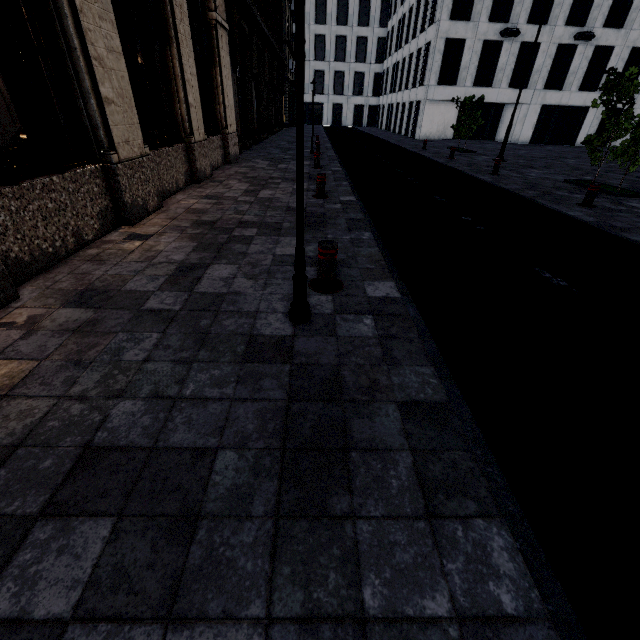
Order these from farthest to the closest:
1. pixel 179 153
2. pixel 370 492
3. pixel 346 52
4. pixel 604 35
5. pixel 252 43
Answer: pixel 346 52 < pixel 604 35 < pixel 252 43 < pixel 179 153 < pixel 370 492

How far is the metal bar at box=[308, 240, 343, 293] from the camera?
3.7 meters

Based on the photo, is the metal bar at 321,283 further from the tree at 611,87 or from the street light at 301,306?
the tree at 611,87

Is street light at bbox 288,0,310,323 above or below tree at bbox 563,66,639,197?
below

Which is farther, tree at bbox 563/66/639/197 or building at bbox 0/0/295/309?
tree at bbox 563/66/639/197

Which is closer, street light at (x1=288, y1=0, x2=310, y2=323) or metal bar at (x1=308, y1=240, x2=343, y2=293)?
street light at (x1=288, y1=0, x2=310, y2=323)

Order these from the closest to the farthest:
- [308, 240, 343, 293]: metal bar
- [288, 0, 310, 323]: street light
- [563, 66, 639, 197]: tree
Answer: [288, 0, 310, 323]: street light
[308, 240, 343, 293]: metal bar
[563, 66, 639, 197]: tree

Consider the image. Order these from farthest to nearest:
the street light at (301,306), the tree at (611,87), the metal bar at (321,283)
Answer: the tree at (611,87), the metal bar at (321,283), the street light at (301,306)
